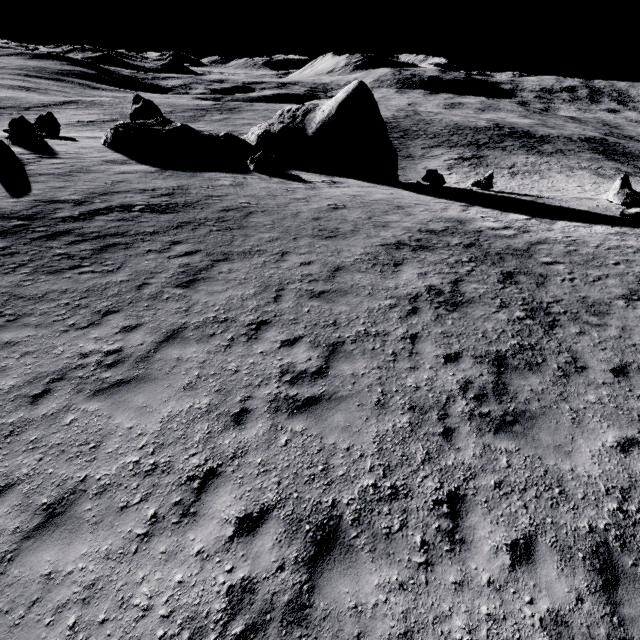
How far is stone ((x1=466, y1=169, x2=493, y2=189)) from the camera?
25.0m

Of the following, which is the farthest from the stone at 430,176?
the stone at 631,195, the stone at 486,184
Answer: the stone at 631,195

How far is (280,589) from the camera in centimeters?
430cm

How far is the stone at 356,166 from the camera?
22.4 meters

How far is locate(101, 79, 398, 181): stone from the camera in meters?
22.4 m

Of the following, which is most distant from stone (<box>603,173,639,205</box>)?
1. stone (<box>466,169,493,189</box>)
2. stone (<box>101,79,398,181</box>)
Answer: stone (<box>101,79,398,181</box>)

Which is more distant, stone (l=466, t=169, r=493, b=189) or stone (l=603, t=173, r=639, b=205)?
stone (l=466, t=169, r=493, b=189)
